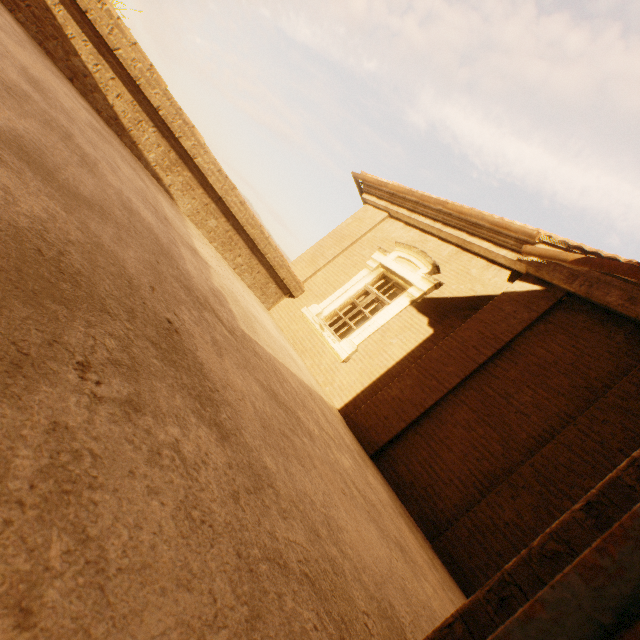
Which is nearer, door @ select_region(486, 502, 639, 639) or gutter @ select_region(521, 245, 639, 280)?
door @ select_region(486, 502, 639, 639)

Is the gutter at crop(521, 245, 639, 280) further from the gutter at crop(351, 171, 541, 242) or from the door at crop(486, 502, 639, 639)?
the door at crop(486, 502, 639, 639)

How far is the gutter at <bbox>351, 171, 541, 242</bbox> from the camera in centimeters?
550cm

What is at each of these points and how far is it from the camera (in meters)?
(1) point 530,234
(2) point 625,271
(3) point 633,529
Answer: (1) gutter, 5.39
(2) gutter, 4.36
(3) door, 0.33

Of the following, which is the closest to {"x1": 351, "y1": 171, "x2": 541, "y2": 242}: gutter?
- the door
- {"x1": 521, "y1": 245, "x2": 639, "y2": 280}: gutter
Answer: {"x1": 521, "y1": 245, "x2": 639, "y2": 280}: gutter

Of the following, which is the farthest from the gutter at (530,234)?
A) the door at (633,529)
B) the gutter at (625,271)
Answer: the door at (633,529)

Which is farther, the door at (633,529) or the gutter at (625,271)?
the gutter at (625,271)

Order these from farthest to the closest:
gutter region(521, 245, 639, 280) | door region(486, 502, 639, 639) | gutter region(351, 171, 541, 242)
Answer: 1. gutter region(351, 171, 541, 242)
2. gutter region(521, 245, 639, 280)
3. door region(486, 502, 639, 639)
